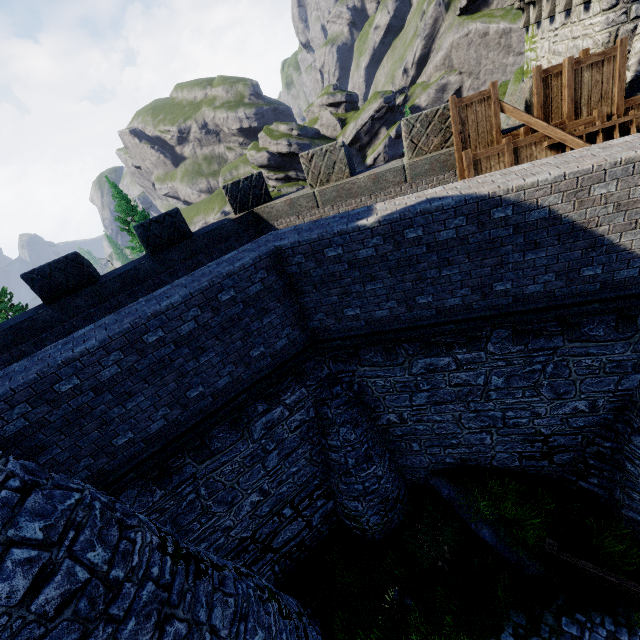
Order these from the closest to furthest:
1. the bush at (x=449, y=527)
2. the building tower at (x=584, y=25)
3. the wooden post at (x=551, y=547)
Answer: the building tower at (x=584, y=25), the wooden post at (x=551, y=547), the bush at (x=449, y=527)

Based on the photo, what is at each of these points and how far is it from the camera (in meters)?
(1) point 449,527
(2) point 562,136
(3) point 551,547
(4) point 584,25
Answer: (1) bush, 10.15
(2) wooden beam, 7.36
(3) wooden post, 8.91
(4) building tower, 7.76

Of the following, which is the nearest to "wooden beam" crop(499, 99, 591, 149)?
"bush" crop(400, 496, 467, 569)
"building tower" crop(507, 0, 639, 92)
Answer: "building tower" crop(507, 0, 639, 92)

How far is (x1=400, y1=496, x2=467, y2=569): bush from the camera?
9.94m

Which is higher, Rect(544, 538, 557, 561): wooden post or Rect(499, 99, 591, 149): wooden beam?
Rect(499, 99, 591, 149): wooden beam

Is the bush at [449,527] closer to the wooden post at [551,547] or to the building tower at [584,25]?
the wooden post at [551,547]

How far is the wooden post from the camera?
8.8m

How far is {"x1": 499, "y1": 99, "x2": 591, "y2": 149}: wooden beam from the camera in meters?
7.3 m
